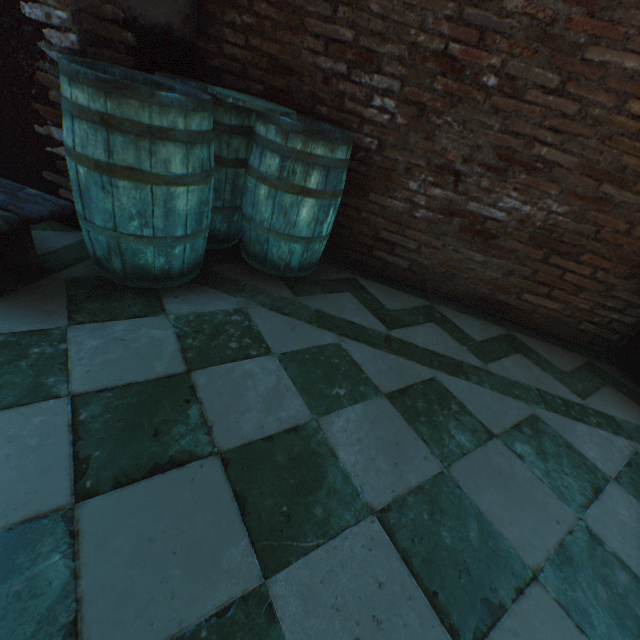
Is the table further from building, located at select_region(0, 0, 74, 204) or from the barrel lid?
the barrel lid

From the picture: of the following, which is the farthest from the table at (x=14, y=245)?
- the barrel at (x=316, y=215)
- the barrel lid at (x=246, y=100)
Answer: the barrel lid at (x=246, y=100)

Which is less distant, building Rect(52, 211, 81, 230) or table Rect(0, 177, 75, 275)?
table Rect(0, 177, 75, 275)

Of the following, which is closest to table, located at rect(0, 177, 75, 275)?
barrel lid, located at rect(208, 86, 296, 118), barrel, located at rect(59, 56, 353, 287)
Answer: barrel, located at rect(59, 56, 353, 287)

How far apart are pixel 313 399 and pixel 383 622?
0.81m

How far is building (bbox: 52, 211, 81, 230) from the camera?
2.1m

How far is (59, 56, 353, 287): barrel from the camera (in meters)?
1.37

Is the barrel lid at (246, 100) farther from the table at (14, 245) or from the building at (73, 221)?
the table at (14, 245)
